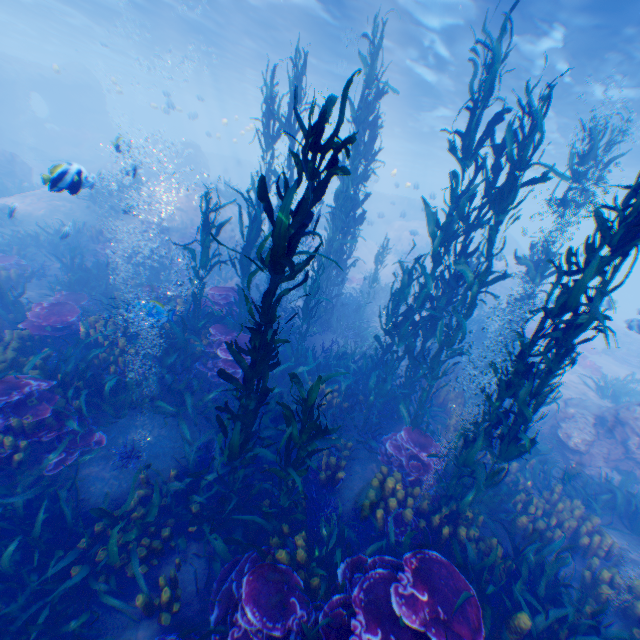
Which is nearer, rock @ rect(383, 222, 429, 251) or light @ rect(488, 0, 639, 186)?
light @ rect(488, 0, 639, 186)

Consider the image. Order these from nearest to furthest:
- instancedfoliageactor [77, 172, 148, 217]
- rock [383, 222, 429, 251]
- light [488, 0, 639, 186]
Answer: light [488, 0, 639, 186] < instancedfoliageactor [77, 172, 148, 217] < rock [383, 222, 429, 251]

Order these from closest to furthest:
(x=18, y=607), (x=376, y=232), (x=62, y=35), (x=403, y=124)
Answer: (x=18, y=607), (x=403, y=124), (x=62, y=35), (x=376, y=232)

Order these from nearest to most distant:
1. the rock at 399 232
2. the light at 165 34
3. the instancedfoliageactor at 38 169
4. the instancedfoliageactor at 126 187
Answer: the instancedfoliageactor at 38 169, the light at 165 34, the instancedfoliageactor at 126 187, the rock at 399 232

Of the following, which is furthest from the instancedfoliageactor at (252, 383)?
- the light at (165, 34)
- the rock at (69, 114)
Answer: the light at (165, 34)

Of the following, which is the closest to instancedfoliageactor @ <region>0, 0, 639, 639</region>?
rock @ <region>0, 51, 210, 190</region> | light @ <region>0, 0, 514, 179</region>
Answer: rock @ <region>0, 51, 210, 190</region>

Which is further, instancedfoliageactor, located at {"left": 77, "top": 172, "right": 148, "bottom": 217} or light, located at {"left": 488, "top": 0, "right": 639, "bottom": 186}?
instancedfoliageactor, located at {"left": 77, "top": 172, "right": 148, "bottom": 217}

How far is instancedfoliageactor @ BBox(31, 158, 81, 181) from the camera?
5.0 meters
